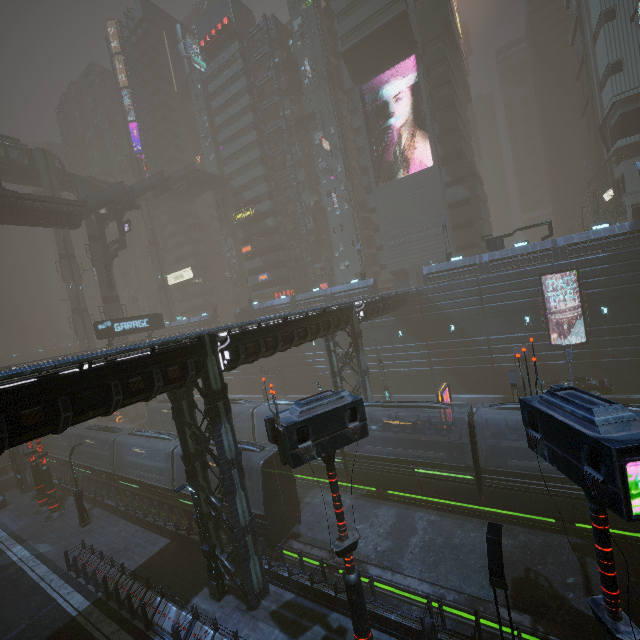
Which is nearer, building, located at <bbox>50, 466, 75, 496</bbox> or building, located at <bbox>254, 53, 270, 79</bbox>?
building, located at <bbox>50, 466, 75, 496</bbox>

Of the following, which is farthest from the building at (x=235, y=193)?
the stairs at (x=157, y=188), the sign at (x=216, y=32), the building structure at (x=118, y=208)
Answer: the building structure at (x=118, y=208)

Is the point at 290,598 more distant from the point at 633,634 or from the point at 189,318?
the point at 189,318

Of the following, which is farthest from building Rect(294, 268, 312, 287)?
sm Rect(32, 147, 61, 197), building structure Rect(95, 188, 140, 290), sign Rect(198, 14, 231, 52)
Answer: building structure Rect(95, 188, 140, 290)

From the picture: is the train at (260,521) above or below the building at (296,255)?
below

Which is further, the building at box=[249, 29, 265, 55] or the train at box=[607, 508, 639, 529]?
the building at box=[249, 29, 265, 55]

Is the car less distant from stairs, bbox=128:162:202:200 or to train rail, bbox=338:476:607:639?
train rail, bbox=338:476:607:639

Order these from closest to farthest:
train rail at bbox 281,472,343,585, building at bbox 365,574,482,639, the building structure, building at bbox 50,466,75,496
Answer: building at bbox 365,574,482,639 < train rail at bbox 281,472,343,585 < building at bbox 50,466,75,496 < the building structure
